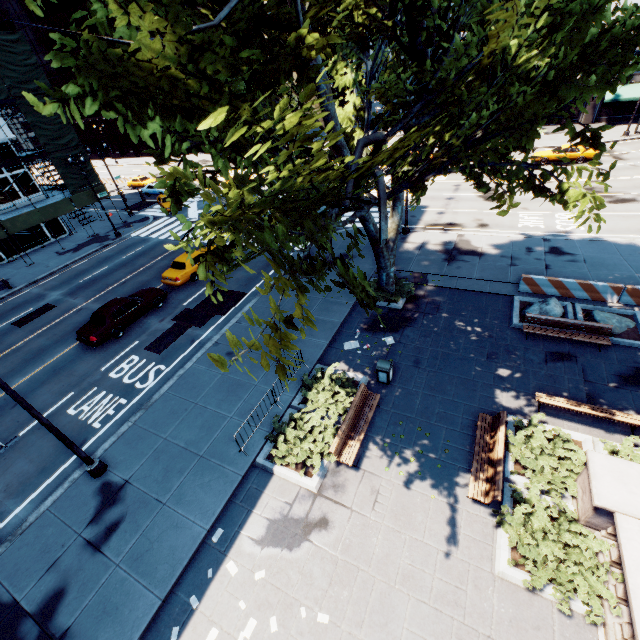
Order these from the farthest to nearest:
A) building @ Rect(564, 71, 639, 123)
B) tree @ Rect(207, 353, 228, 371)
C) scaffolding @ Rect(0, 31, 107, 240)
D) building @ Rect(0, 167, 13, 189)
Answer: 1. building @ Rect(564, 71, 639, 123)
2. building @ Rect(0, 167, 13, 189)
3. scaffolding @ Rect(0, 31, 107, 240)
4. tree @ Rect(207, 353, 228, 371)

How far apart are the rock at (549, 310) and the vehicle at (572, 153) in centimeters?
2438cm

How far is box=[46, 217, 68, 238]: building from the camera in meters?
32.7

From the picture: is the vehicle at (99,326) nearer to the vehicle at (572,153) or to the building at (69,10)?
the vehicle at (572,153)

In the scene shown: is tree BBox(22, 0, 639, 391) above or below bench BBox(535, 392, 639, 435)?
above

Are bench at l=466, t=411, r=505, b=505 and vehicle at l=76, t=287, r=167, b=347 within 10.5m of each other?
no

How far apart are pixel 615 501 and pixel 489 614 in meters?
3.9 m

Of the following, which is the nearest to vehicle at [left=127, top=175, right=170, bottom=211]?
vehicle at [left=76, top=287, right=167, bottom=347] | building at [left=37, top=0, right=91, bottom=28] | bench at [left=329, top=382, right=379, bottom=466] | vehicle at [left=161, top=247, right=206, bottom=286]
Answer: building at [left=37, top=0, right=91, bottom=28]
